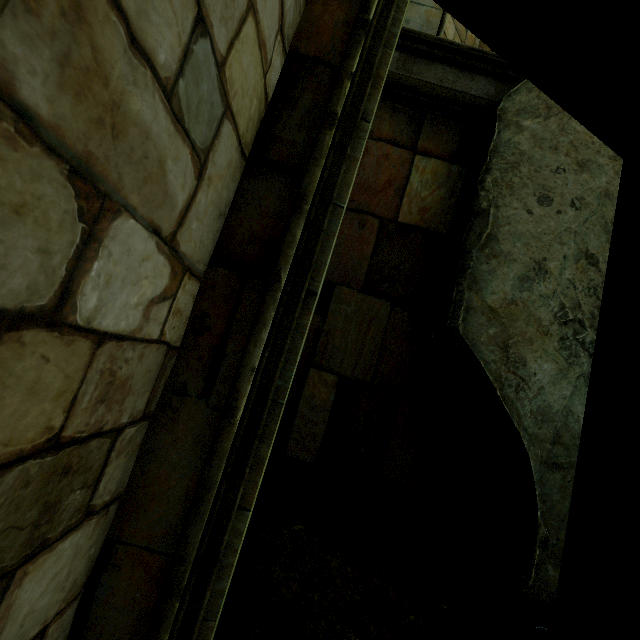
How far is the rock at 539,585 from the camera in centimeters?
353cm

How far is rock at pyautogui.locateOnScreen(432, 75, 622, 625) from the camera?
3.5 meters

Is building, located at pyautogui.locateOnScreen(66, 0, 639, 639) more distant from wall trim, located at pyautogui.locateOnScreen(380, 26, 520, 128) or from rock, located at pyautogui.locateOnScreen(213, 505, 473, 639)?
wall trim, located at pyautogui.locateOnScreen(380, 26, 520, 128)

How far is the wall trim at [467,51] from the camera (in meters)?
4.77

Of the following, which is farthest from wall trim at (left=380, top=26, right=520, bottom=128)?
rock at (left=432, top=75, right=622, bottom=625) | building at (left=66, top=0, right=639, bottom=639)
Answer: building at (left=66, top=0, right=639, bottom=639)

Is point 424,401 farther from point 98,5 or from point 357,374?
point 98,5

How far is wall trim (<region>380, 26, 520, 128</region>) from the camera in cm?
477
